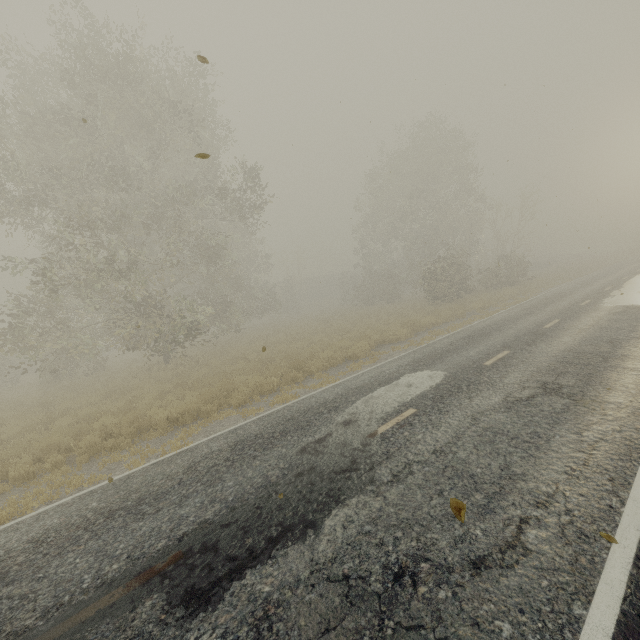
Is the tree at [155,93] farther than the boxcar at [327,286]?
No

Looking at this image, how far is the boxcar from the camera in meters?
55.1 m

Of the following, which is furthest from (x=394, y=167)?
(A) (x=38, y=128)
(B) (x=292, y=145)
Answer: (A) (x=38, y=128)

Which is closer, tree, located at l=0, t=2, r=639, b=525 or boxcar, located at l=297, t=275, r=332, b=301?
tree, located at l=0, t=2, r=639, b=525

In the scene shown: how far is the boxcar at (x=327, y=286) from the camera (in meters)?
55.06
